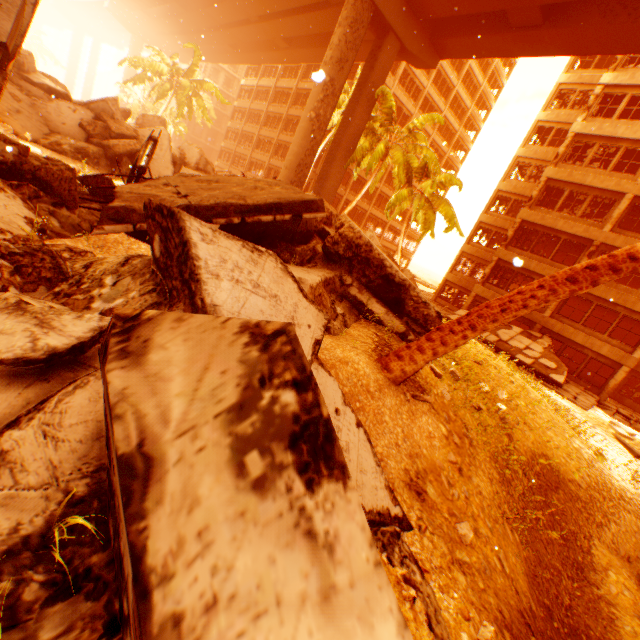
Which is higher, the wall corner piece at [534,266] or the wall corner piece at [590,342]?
the wall corner piece at [534,266]

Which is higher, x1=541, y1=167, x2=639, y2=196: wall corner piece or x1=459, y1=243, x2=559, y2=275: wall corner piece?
x1=541, y1=167, x2=639, y2=196: wall corner piece

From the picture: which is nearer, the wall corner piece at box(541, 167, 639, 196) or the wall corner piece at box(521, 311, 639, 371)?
the wall corner piece at box(521, 311, 639, 371)

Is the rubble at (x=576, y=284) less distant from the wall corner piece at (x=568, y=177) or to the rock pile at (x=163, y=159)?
the rock pile at (x=163, y=159)

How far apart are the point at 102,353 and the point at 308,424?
0.9 meters

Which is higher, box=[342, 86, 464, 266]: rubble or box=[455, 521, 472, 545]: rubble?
box=[342, 86, 464, 266]: rubble

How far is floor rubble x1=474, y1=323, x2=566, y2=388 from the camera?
17.73m

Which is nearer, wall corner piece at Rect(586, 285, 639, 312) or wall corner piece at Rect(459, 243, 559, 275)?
wall corner piece at Rect(586, 285, 639, 312)
